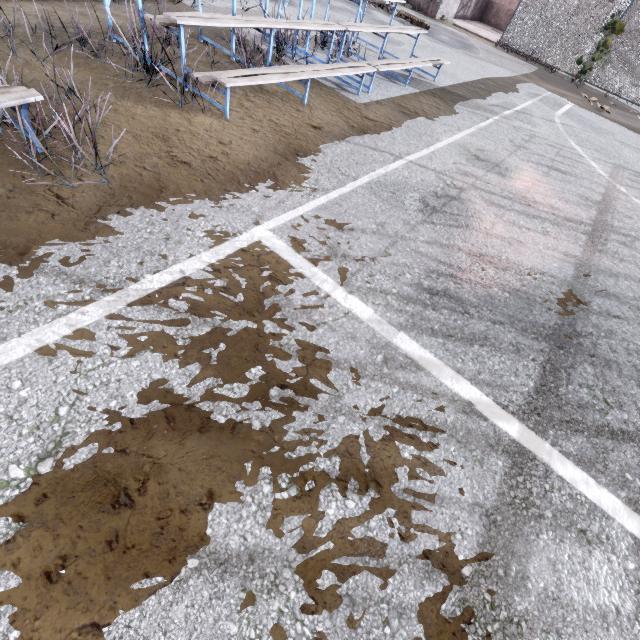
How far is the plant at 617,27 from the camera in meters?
11.9 m

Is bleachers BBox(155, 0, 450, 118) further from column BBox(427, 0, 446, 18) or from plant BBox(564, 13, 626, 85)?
column BBox(427, 0, 446, 18)

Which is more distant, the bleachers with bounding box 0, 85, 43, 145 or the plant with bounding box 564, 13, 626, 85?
the plant with bounding box 564, 13, 626, 85

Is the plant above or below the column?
above

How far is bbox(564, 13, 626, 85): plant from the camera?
11.94m

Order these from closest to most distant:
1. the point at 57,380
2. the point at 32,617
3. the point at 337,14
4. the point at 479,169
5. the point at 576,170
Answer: the point at 32,617 < the point at 57,380 < the point at 479,169 < the point at 576,170 < the point at 337,14

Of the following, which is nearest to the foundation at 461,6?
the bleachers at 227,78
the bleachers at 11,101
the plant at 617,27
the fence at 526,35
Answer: the fence at 526,35

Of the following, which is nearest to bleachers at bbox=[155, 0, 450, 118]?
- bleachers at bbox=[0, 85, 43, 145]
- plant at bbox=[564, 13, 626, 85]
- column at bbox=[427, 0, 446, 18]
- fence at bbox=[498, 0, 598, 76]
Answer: bleachers at bbox=[0, 85, 43, 145]
